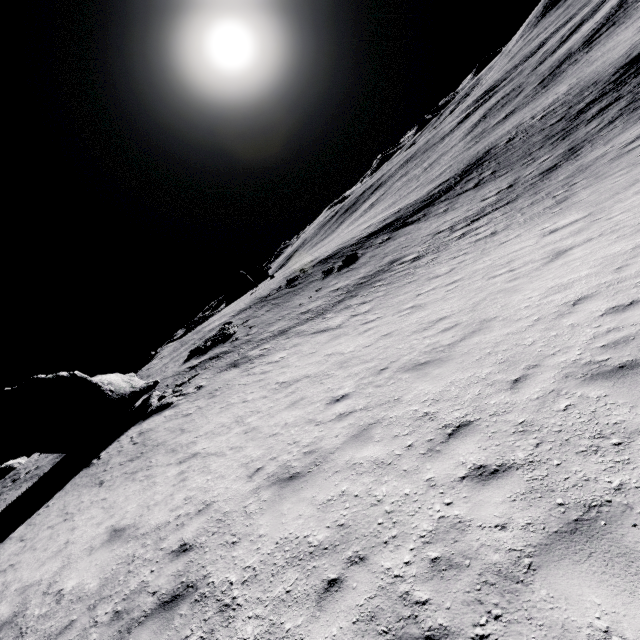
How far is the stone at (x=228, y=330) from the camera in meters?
29.3

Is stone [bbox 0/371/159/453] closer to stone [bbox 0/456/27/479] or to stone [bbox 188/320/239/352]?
stone [bbox 188/320/239/352]

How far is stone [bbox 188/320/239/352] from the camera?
29.3m

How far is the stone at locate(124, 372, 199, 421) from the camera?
19.08m

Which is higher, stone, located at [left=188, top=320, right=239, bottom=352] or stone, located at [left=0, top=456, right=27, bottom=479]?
stone, located at [left=0, top=456, right=27, bottom=479]

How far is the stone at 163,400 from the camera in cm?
1908

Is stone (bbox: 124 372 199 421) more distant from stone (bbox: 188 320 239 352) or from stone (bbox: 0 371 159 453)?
stone (bbox: 188 320 239 352)

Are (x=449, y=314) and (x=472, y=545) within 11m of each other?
yes
